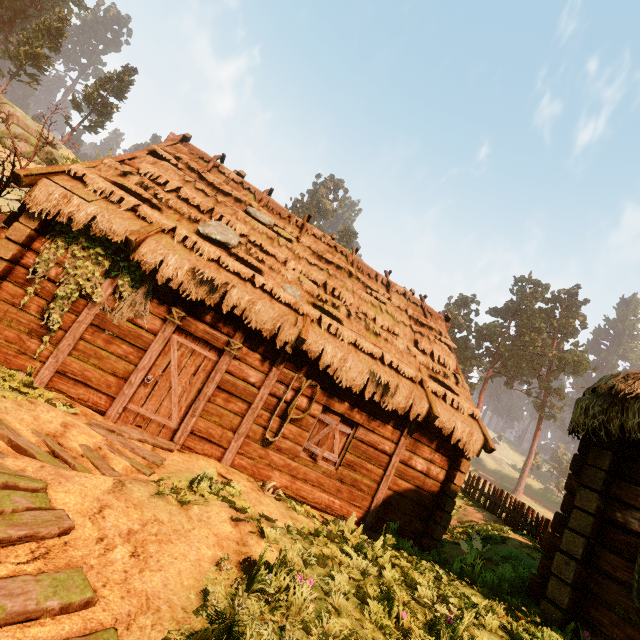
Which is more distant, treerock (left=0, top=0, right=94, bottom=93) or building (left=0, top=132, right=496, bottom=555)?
treerock (left=0, top=0, right=94, bottom=93)

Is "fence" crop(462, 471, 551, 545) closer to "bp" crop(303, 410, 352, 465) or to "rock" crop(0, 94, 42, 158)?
"bp" crop(303, 410, 352, 465)

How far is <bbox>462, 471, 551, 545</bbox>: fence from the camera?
11.5m

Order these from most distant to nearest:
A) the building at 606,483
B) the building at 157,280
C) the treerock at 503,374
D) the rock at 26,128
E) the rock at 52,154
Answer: the treerock at 503,374
the rock at 52,154
the rock at 26,128
the building at 157,280
the building at 606,483

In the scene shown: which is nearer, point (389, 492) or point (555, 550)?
point (555, 550)

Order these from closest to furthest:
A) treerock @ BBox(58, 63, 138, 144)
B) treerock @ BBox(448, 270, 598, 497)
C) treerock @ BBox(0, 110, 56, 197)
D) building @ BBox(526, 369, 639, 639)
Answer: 1. building @ BBox(526, 369, 639, 639)
2. treerock @ BBox(0, 110, 56, 197)
3. treerock @ BBox(58, 63, 138, 144)
4. treerock @ BBox(448, 270, 598, 497)

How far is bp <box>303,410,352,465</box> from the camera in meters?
7.9

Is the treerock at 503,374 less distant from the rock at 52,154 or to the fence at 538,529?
the rock at 52,154
